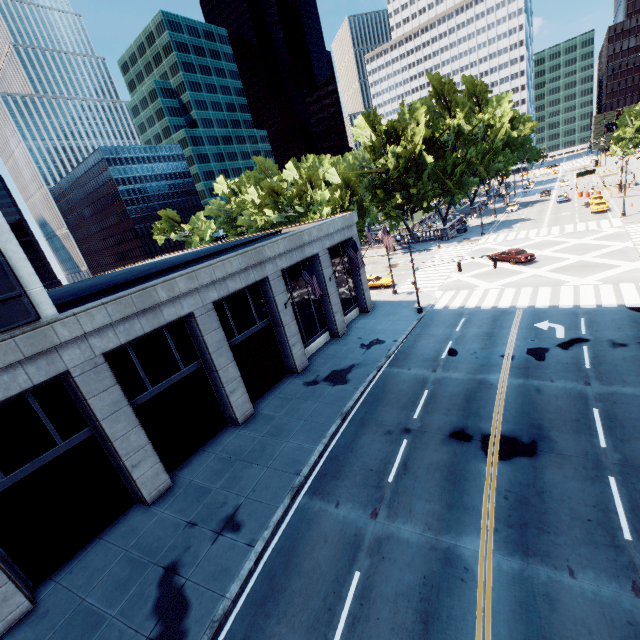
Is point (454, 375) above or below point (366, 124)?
below

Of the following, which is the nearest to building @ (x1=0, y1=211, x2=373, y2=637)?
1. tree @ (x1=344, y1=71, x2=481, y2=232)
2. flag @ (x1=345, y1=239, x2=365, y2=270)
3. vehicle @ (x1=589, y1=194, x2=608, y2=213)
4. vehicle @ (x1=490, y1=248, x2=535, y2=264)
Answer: flag @ (x1=345, y1=239, x2=365, y2=270)

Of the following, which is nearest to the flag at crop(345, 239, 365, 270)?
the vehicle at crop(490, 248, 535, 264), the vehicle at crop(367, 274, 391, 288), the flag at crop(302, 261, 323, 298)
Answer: the flag at crop(302, 261, 323, 298)

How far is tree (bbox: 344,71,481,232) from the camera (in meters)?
49.47

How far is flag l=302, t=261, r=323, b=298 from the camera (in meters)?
20.25

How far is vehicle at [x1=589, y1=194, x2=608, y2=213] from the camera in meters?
45.8 m

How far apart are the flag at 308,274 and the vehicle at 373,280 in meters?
18.8 m

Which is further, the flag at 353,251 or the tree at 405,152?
the tree at 405,152
